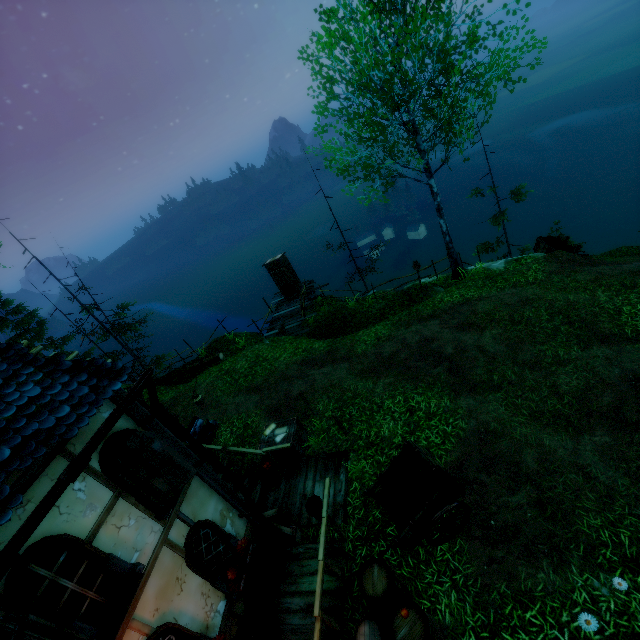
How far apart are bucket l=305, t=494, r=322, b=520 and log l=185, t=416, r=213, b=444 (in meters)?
4.48

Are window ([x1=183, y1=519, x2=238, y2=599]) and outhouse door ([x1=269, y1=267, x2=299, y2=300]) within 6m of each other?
no

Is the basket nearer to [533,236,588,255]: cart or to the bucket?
the bucket

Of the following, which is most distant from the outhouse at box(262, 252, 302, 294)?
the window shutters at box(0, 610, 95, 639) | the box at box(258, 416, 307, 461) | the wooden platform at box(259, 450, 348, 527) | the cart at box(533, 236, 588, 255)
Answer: the window shutters at box(0, 610, 95, 639)

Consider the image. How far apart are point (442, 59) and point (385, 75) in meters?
3.0

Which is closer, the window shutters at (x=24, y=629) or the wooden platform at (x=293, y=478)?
the window shutters at (x=24, y=629)

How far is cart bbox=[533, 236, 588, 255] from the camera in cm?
1568

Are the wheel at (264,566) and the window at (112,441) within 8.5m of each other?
yes
